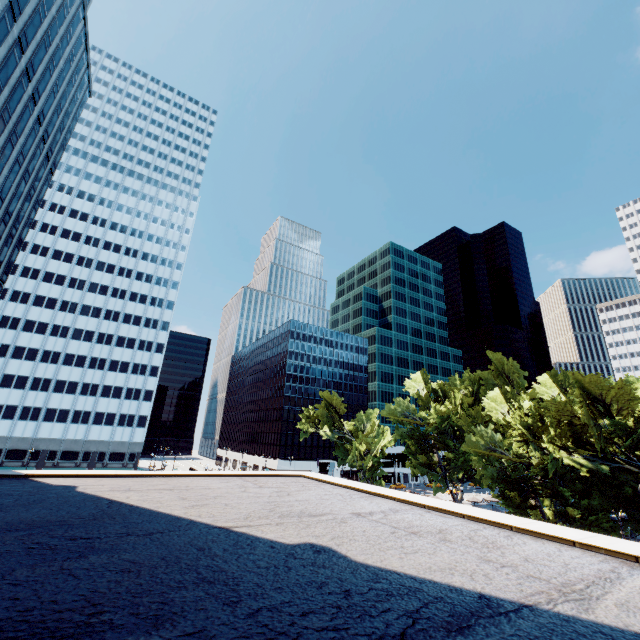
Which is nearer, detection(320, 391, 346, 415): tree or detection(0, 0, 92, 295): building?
detection(0, 0, 92, 295): building

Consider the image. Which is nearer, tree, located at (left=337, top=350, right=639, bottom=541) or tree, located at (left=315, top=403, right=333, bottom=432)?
tree, located at (left=337, top=350, right=639, bottom=541)

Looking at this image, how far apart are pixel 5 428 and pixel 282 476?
72.7 meters

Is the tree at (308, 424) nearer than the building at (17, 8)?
No

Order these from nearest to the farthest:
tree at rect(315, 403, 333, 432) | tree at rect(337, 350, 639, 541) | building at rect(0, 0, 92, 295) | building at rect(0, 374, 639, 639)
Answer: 1. building at rect(0, 374, 639, 639)
2. tree at rect(337, 350, 639, 541)
3. building at rect(0, 0, 92, 295)
4. tree at rect(315, 403, 333, 432)

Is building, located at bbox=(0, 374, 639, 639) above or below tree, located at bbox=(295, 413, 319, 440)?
below

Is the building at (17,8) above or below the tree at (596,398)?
above
